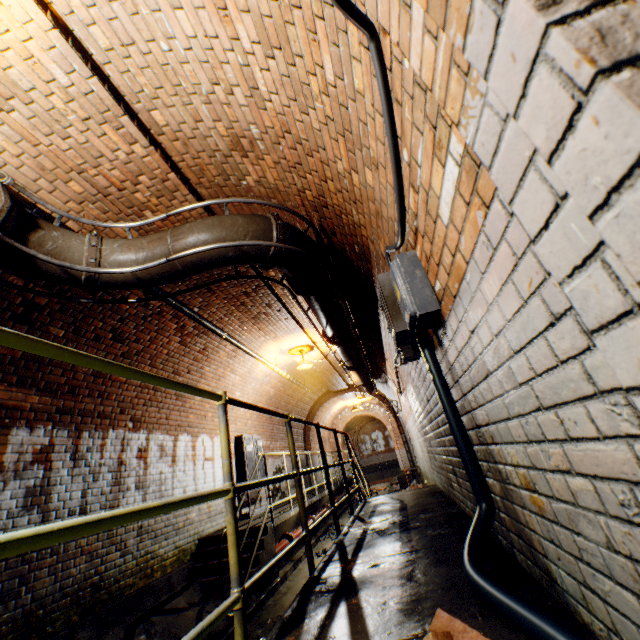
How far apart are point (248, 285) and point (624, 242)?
5.4 meters

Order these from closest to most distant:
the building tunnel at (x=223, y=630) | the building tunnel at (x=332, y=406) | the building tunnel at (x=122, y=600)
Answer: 1. the building tunnel at (x=122, y=600)
2. the building tunnel at (x=223, y=630)
3. the building tunnel at (x=332, y=406)

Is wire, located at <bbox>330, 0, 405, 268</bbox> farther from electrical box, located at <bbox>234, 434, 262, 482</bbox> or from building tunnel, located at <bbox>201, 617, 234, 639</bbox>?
electrical box, located at <bbox>234, 434, 262, 482</bbox>

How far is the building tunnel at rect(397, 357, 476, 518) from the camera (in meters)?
2.91

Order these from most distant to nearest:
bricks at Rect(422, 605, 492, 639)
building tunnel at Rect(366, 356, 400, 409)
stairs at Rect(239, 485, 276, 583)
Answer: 1. building tunnel at Rect(366, 356, 400, 409)
2. stairs at Rect(239, 485, 276, 583)
3. bricks at Rect(422, 605, 492, 639)

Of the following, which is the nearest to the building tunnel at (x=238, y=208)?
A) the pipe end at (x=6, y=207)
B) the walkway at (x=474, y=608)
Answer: the walkway at (x=474, y=608)

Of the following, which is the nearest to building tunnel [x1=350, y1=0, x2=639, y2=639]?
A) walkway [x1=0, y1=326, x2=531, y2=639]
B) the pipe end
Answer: walkway [x1=0, y1=326, x2=531, y2=639]

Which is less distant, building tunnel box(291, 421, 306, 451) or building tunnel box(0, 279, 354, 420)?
building tunnel box(0, 279, 354, 420)
